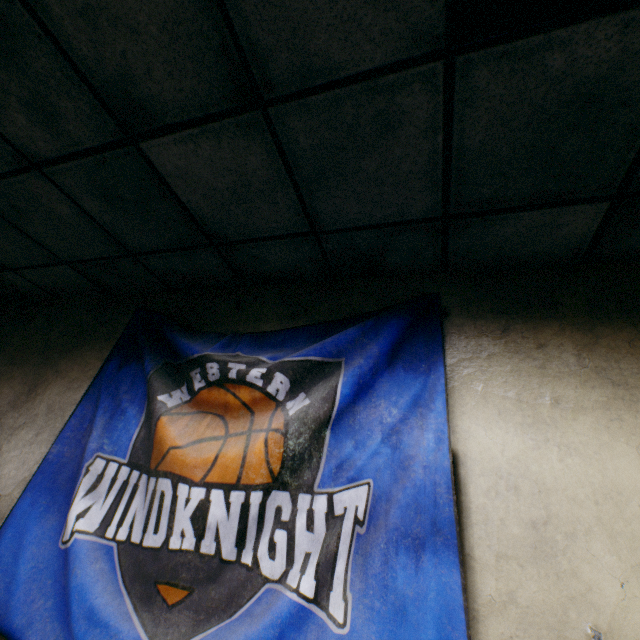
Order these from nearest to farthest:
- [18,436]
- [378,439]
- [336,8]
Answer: [336,8], [378,439], [18,436]
